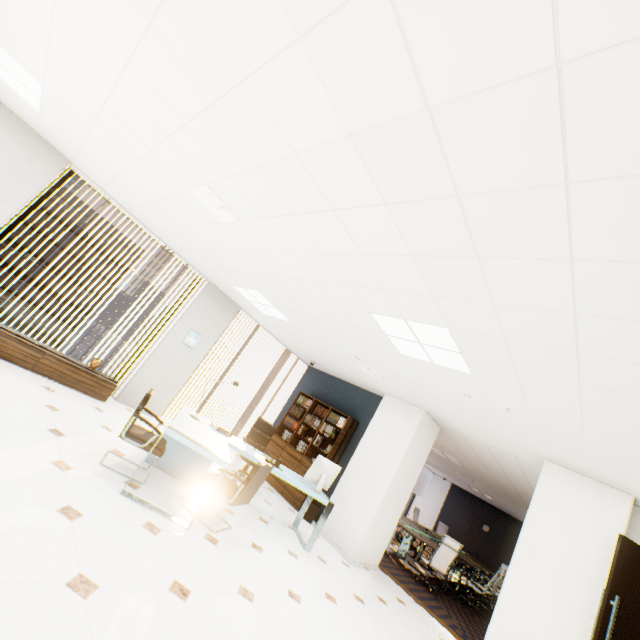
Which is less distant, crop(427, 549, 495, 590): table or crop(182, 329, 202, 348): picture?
crop(182, 329, 202, 348): picture

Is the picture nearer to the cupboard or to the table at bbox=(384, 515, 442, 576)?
the cupboard

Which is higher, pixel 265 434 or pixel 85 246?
pixel 85 246

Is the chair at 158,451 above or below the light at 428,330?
below

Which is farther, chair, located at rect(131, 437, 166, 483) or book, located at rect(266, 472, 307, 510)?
book, located at rect(266, 472, 307, 510)

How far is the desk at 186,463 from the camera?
3.4 meters

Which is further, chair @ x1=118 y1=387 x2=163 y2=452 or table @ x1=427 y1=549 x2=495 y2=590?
table @ x1=427 y1=549 x2=495 y2=590

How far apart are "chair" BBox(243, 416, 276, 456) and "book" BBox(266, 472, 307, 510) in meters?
1.0
